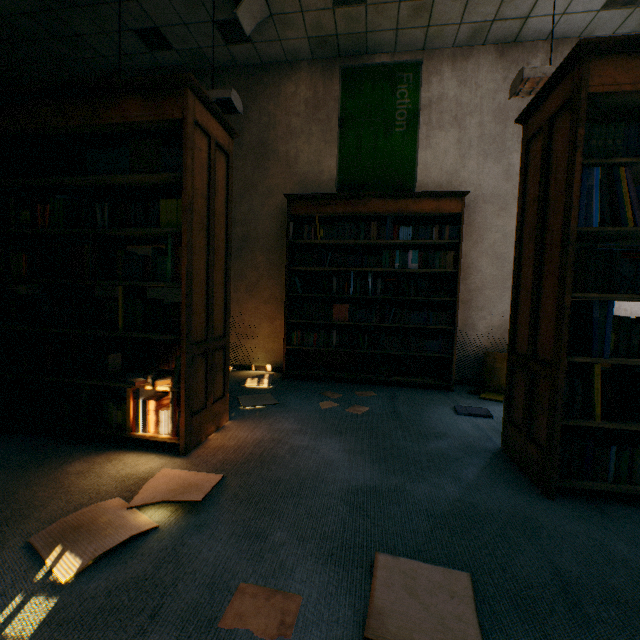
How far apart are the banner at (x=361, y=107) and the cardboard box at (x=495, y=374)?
2.2 meters

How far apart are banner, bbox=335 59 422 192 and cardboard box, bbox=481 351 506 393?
2.2 meters

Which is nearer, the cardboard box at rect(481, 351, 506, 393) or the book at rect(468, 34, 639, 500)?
the book at rect(468, 34, 639, 500)

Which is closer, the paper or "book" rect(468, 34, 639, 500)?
the paper

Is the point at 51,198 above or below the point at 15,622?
above

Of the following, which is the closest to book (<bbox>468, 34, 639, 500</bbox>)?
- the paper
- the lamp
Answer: the lamp

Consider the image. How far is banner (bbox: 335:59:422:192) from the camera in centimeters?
388cm

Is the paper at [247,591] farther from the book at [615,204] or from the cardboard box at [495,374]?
the cardboard box at [495,374]
